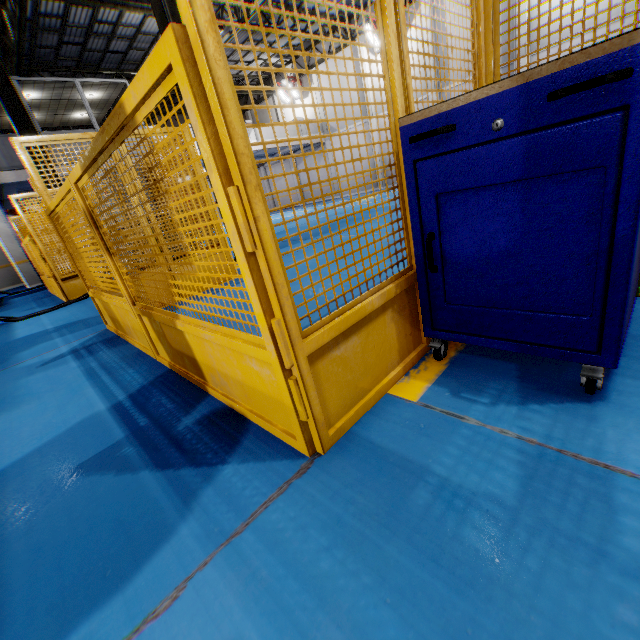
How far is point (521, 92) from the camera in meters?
1.1 m

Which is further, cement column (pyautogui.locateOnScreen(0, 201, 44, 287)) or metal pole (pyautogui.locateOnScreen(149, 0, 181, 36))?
cement column (pyautogui.locateOnScreen(0, 201, 44, 287))

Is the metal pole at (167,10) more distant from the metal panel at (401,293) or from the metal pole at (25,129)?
the metal pole at (25,129)

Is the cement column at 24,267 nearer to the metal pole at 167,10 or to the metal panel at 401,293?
the metal panel at 401,293

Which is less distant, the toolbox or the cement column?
the toolbox

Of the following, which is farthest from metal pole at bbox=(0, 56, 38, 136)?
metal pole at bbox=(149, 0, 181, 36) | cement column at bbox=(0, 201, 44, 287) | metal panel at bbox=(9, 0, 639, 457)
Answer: metal pole at bbox=(149, 0, 181, 36)

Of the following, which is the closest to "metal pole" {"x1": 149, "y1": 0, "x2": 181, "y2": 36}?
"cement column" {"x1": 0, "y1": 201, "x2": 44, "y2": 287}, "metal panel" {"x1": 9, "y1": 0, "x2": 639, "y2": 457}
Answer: "metal panel" {"x1": 9, "y1": 0, "x2": 639, "y2": 457}

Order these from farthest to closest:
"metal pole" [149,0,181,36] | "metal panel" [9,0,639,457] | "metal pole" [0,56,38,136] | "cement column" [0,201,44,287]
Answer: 1. "cement column" [0,201,44,287]
2. "metal pole" [0,56,38,136]
3. "metal pole" [149,0,181,36]
4. "metal panel" [9,0,639,457]
